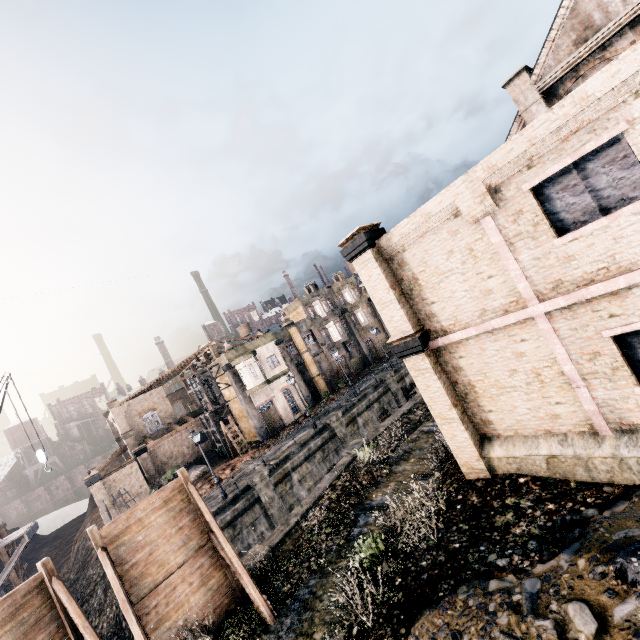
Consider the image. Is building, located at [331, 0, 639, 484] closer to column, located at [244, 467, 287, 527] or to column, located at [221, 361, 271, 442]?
column, located at [244, 467, 287, 527]

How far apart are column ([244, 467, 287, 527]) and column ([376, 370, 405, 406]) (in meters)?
15.88

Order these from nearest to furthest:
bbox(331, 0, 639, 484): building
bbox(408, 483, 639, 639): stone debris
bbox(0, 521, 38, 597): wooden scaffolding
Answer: bbox(408, 483, 639, 639): stone debris < bbox(331, 0, 639, 484): building < bbox(0, 521, 38, 597): wooden scaffolding

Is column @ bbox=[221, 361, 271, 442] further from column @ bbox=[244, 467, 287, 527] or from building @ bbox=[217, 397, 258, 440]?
column @ bbox=[244, 467, 287, 527]

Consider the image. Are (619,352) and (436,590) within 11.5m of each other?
yes

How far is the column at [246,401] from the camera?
35.66m

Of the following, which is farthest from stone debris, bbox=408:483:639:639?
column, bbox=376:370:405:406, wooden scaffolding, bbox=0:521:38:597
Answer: column, bbox=376:370:405:406

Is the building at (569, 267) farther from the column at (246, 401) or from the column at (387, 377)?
the column at (246, 401)
